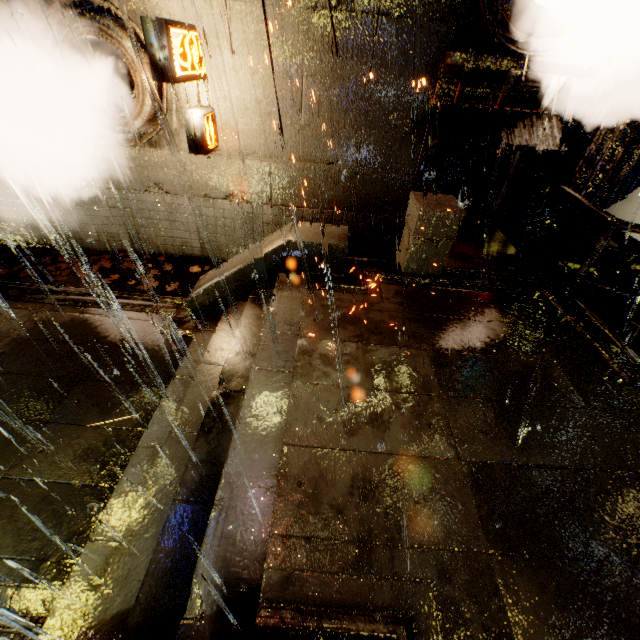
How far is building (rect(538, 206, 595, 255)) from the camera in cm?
863

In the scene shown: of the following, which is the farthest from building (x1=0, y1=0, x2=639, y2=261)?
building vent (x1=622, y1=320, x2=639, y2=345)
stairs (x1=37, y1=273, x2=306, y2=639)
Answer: stairs (x1=37, y1=273, x2=306, y2=639)

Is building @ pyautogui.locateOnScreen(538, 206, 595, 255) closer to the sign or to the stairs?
the sign

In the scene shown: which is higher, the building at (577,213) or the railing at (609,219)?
the railing at (609,219)

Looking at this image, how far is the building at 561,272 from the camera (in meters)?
8.29

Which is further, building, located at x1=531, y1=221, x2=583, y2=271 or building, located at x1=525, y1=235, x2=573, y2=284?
building, located at x1=531, y1=221, x2=583, y2=271

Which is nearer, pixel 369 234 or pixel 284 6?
pixel 284 6
